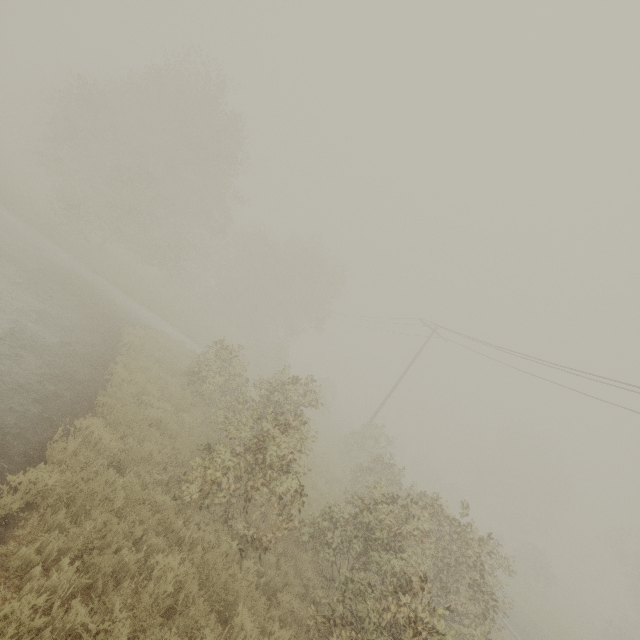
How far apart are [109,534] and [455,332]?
19.8m
